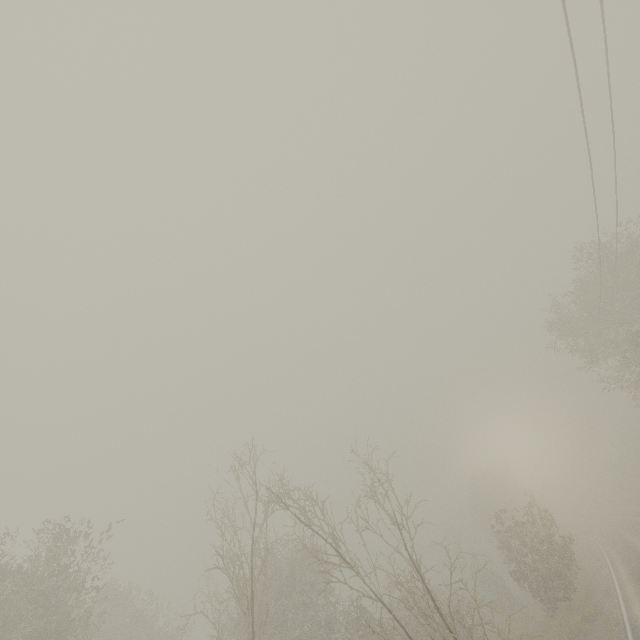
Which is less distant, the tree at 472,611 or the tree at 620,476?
the tree at 472,611

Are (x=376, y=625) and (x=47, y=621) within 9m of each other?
no

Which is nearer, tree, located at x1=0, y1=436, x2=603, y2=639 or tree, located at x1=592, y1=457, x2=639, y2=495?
tree, located at x1=0, y1=436, x2=603, y2=639
